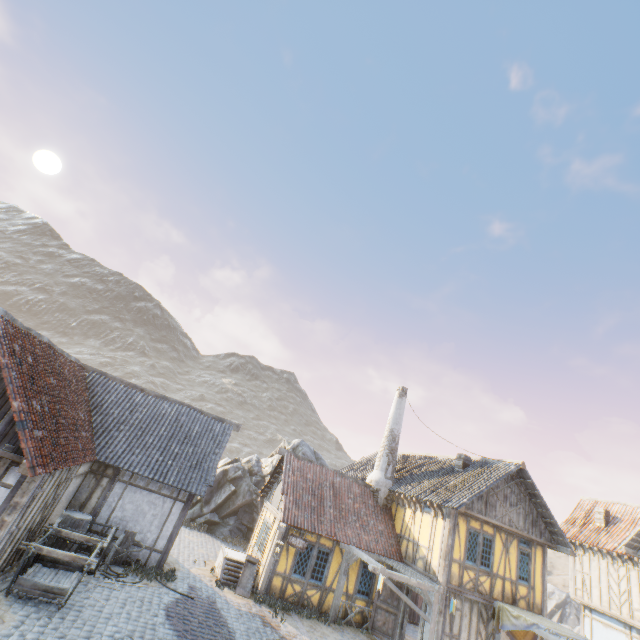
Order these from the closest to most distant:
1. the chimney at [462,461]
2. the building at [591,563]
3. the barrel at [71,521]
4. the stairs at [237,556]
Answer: the barrel at [71,521]
the stairs at [237,556]
the building at [591,563]
the chimney at [462,461]

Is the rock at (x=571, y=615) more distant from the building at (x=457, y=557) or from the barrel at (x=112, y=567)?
the barrel at (x=112, y=567)

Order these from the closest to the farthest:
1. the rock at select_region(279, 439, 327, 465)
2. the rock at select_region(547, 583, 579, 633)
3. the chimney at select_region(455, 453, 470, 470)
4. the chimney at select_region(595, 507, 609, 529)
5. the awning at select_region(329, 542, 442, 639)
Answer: the awning at select_region(329, 542, 442, 639)
the chimney at select_region(455, 453, 470, 470)
the chimney at select_region(595, 507, 609, 529)
the rock at select_region(279, 439, 327, 465)
the rock at select_region(547, 583, 579, 633)

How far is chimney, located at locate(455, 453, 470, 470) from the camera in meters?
17.3

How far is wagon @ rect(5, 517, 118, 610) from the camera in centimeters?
822cm

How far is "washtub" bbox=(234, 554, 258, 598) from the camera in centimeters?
1315cm

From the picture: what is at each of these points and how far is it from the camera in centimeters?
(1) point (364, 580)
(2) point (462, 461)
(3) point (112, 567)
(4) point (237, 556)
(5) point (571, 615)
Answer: (1) building, 1506cm
(2) chimney, 1734cm
(3) barrel, 1135cm
(4) stairs, 1511cm
(5) rock, 4184cm

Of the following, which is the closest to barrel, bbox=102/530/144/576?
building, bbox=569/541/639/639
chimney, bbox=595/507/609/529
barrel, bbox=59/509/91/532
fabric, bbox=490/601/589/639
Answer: barrel, bbox=59/509/91/532
